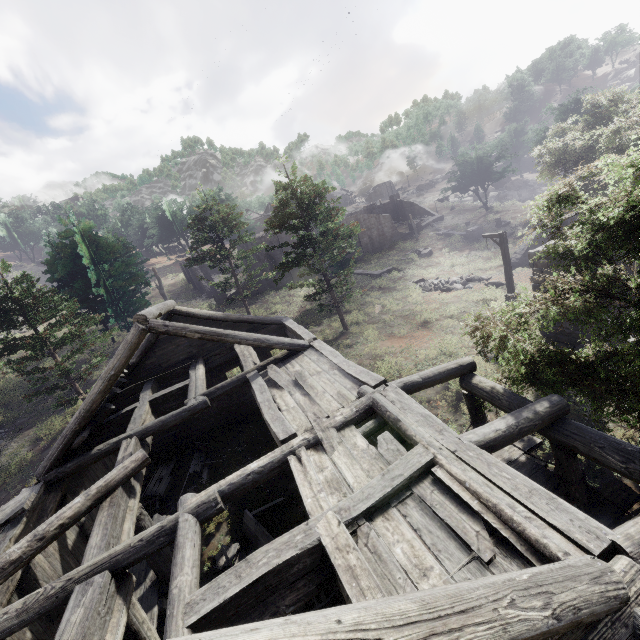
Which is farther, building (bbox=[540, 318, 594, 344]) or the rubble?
the rubble

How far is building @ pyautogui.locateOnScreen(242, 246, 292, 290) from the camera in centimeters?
3672cm

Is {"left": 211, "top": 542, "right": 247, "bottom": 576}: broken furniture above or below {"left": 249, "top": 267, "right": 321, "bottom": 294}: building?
below

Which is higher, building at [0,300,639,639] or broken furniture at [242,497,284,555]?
building at [0,300,639,639]

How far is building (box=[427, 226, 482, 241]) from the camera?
38.28m

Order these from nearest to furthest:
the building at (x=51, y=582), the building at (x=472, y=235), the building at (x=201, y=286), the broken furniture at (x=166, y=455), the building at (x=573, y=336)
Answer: the building at (x=51, y=582) → the broken furniture at (x=166, y=455) → the building at (x=573, y=336) → the building at (x=201, y=286) → the building at (x=472, y=235)

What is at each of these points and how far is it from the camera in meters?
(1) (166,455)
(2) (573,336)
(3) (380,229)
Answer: (1) broken furniture, 14.4 m
(2) building, 14.5 m
(3) building, 44.6 m

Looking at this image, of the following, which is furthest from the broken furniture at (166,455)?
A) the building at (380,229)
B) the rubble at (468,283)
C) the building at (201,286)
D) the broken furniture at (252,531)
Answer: the building at (201,286)
